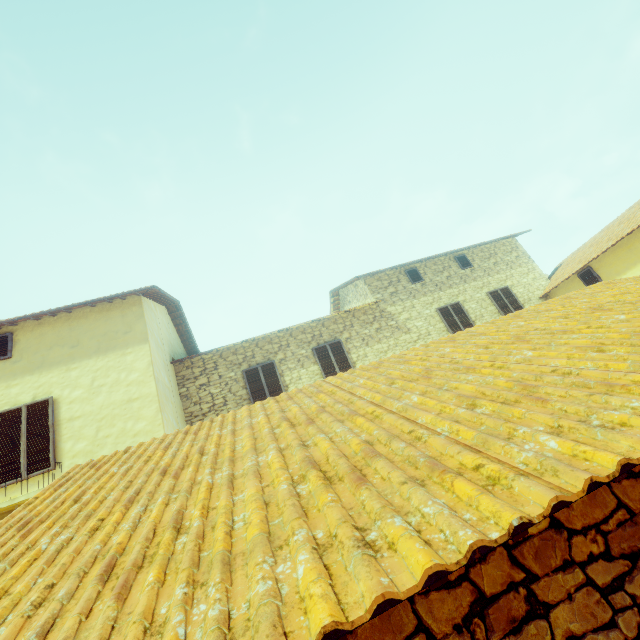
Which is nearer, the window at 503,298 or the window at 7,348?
the window at 7,348

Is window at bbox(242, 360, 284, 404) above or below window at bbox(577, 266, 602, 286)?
above

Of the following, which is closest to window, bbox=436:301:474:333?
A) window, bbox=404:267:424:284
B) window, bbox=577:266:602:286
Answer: window, bbox=577:266:602:286

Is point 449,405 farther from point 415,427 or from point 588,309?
point 588,309

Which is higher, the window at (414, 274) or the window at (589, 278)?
the window at (414, 274)

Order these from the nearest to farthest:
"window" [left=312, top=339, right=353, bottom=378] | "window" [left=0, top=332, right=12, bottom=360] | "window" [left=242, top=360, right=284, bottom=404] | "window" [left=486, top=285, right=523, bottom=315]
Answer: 1. "window" [left=0, top=332, right=12, bottom=360]
2. "window" [left=242, top=360, right=284, bottom=404]
3. "window" [left=312, top=339, right=353, bottom=378]
4. "window" [left=486, top=285, right=523, bottom=315]

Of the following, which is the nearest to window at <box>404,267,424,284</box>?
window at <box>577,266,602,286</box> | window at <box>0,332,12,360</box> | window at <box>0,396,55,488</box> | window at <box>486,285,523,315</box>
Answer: window at <box>577,266,602,286</box>

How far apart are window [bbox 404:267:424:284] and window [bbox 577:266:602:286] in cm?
563
